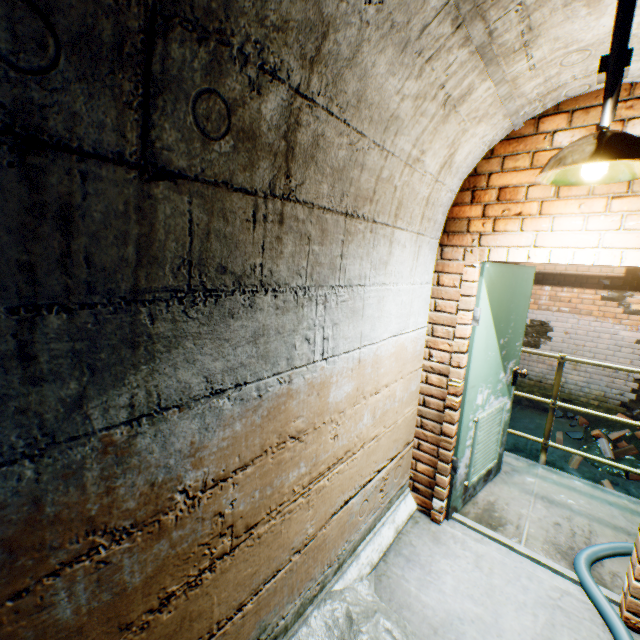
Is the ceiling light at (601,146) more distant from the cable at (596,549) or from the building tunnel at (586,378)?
the cable at (596,549)

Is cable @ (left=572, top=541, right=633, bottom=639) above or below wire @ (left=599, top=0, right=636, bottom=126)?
below

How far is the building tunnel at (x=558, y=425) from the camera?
5.4 meters

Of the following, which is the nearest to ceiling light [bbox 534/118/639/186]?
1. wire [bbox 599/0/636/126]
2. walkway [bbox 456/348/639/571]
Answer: wire [bbox 599/0/636/126]

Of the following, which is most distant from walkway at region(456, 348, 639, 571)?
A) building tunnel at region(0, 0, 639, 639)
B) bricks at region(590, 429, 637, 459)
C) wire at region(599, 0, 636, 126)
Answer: wire at region(599, 0, 636, 126)

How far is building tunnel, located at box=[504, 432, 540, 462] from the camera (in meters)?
5.20

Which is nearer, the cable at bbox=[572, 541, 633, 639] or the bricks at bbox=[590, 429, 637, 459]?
the cable at bbox=[572, 541, 633, 639]

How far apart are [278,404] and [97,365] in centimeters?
70cm
